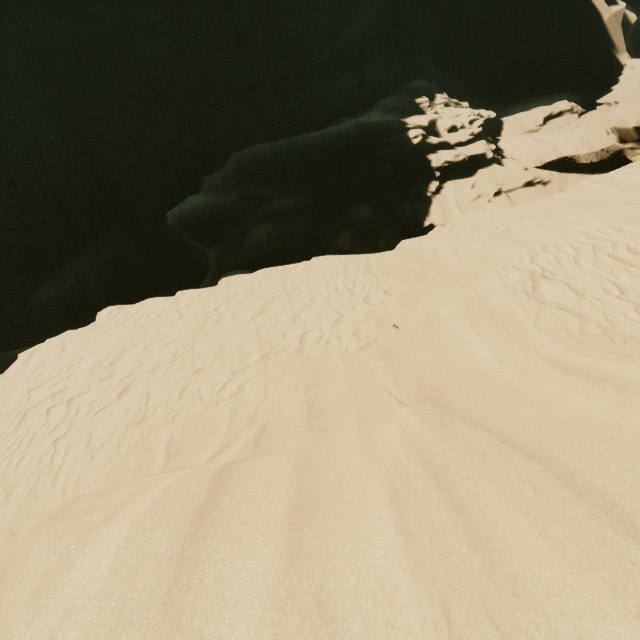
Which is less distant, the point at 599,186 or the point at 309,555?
the point at 309,555
